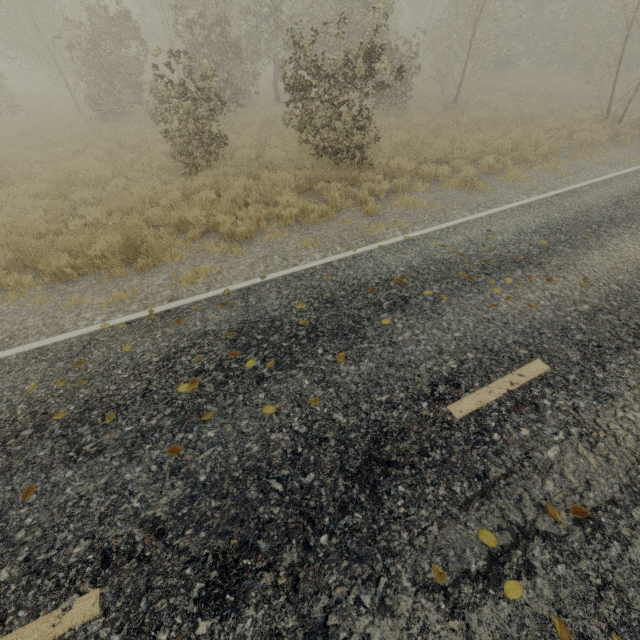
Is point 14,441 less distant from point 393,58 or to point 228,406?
point 228,406

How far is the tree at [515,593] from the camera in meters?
2.4

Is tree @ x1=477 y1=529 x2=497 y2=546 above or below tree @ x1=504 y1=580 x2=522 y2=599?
above

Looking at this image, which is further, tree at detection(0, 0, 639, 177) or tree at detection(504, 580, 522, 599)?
tree at detection(0, 0, 639, 177)

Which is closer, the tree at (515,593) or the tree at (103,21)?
the tree at (515,593)
